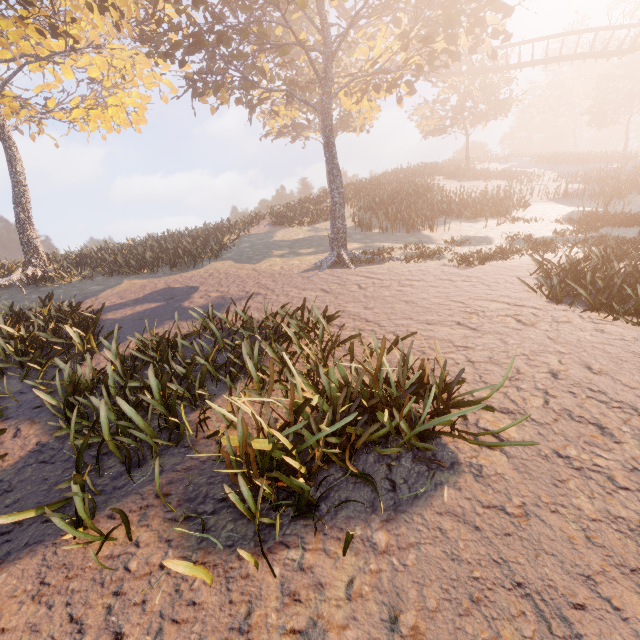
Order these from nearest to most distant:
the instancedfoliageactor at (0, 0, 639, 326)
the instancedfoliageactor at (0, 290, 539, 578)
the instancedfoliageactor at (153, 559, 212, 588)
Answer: the instancedfoliageactor at (153, 559, 212, 588) → the instancedfoliageactor at (0, 290, 539, 578) → the instancedfoliageactor at (0, 0, 639, 326)

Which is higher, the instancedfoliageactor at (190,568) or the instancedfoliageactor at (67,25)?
the instancedfoliageactor at (67,25)

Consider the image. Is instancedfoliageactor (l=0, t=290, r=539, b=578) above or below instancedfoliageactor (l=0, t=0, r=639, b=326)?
below

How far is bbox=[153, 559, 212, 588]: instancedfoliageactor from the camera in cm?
225

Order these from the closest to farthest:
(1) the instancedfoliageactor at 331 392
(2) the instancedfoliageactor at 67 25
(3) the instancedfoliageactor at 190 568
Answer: (3) the instancedfoliageactor at 190 568
(1) the instancedfoliageactor at 331 392
(2) the instancedfoliageactor at 67 25

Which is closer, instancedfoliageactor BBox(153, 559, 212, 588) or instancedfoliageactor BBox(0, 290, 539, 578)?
instancedfoliageactor BBox(153, 559, 212, 588)

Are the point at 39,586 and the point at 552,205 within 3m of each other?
no
